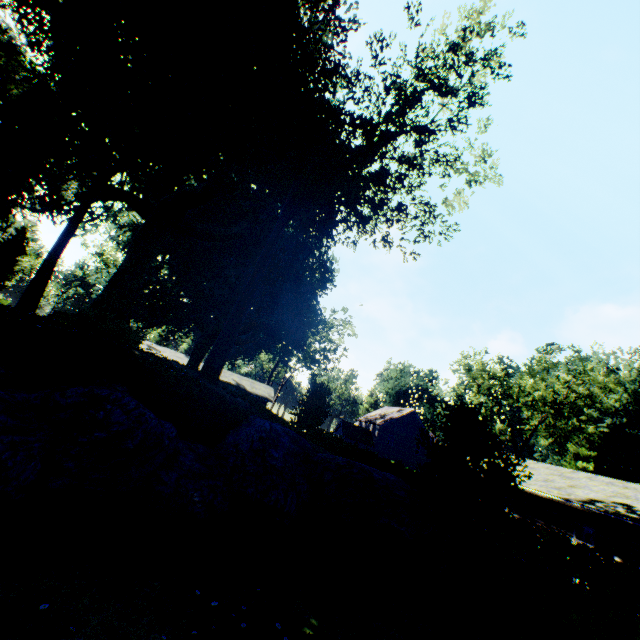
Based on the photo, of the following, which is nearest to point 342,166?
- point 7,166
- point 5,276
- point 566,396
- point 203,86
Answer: point 203,86

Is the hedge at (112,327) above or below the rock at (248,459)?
above

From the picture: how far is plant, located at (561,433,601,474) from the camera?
53.97m

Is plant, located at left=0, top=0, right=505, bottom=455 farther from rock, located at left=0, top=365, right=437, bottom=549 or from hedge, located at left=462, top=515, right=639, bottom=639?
hedge, located at left=462, top=515, right=639, bottom=639

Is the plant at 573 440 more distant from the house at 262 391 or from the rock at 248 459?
the rock at 248 459

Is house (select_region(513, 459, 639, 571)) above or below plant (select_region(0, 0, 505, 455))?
below

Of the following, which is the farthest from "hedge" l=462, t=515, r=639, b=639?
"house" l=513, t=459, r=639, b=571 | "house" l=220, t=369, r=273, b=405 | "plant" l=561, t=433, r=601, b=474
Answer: "plant" l=561, t=433, r=601, b=474

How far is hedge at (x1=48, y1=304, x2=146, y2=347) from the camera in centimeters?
1241cm
